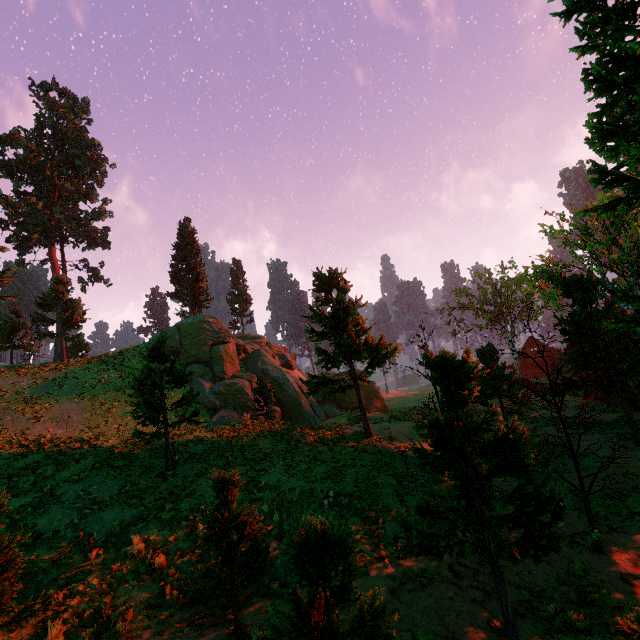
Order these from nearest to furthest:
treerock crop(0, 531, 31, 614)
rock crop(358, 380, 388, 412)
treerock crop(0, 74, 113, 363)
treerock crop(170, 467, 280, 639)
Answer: treerock crop(0, 531, 31, 614) → treerock crop(170, 467, 280, 639) → treerock crop(0, 74, 113, 363) → rock crop(358, 380, 388, 412)

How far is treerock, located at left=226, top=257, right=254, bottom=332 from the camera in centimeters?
5503cm

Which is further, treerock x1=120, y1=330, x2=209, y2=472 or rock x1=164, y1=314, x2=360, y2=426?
rock x1=164, y1=314, x2=360, y2=426

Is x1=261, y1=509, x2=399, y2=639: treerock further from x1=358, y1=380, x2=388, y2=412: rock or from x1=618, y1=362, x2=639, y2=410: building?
x1=358, y1=380, x2=388, y2=412: rock

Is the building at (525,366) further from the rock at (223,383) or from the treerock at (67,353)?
the rock at (223,383)

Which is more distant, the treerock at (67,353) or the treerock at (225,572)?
the treerock at (67,353)

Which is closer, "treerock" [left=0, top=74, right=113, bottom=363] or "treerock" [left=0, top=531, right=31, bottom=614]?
"treerock" [left=0, top=531, right=31, bottom=614]

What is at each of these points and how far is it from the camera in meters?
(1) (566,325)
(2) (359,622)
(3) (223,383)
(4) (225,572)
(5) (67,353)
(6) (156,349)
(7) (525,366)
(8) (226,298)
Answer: (1) treerock, 17.2
(2) treerock, 3.5
(3) rock, 27.5
(4) treerock, 6.7
(5) treerock, 39.1
(6) treerock, 14.9
(7) building, 57.6
(8) treerock, 56.2
